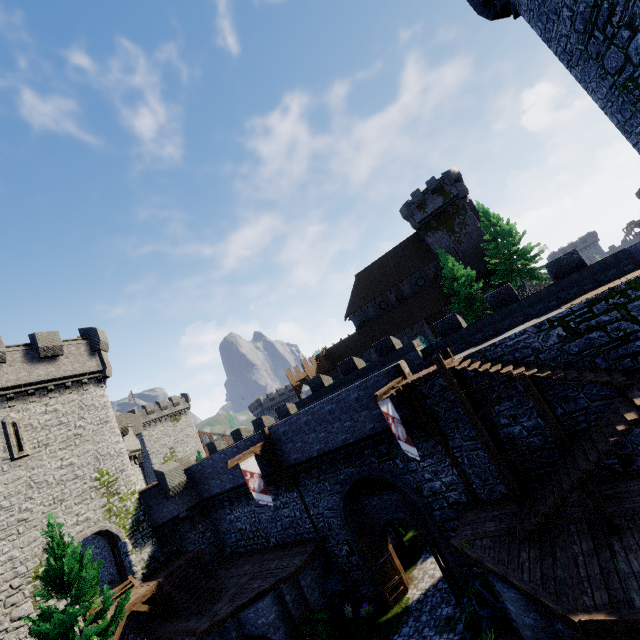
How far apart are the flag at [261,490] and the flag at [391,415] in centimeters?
902cm

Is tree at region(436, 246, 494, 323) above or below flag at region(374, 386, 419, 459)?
above

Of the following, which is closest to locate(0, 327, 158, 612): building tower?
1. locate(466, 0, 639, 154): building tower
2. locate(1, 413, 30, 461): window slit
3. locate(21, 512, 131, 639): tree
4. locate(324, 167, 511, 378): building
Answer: locate(1, 413, 30, 461): window slit

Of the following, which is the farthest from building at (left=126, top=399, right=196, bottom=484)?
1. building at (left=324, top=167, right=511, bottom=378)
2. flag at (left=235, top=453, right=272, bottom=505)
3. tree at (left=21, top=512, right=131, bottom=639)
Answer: flag at (left=235, top=453, right=272, bottom=505)

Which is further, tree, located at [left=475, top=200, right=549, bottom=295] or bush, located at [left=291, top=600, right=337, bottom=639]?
tree, located at [left=475, top=200, right=549, bottom=295]

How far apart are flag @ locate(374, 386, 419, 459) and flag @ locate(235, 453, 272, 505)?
9.02m

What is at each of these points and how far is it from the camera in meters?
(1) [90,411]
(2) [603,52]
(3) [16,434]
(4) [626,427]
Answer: (1) building tower, 22.8 m
(2) building tower, 7.7 m
(3) window slit, 19.3 m
(4) stairs, 8.8 m

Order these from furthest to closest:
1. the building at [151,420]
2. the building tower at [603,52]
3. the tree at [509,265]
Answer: the building at [151,420] < the tree at [509,265] < the building tower at [603,52]
